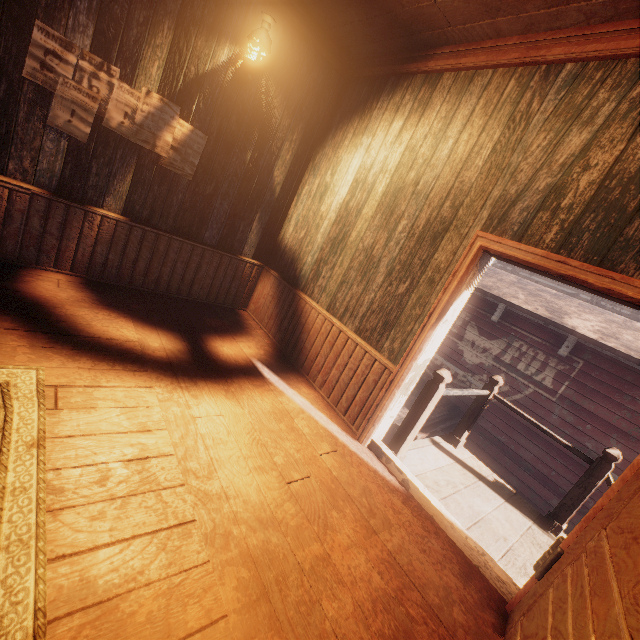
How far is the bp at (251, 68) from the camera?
3.6m

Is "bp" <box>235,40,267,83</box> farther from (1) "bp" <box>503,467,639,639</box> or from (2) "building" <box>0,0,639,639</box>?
(1) "bp" <box>503,467,639,639</box>

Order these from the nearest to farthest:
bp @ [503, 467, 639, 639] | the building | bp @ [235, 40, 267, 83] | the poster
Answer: bp @ [503, 467, 639, 639] < the building < the poster < bp @ [235, 40, 267, 83]

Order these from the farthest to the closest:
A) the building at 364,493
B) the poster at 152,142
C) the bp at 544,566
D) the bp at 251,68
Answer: the bp at 251,68 → the poster at 152,142 → the building at 364,493 → the bp at 544,566

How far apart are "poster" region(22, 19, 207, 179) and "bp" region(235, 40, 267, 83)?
0.9 meters

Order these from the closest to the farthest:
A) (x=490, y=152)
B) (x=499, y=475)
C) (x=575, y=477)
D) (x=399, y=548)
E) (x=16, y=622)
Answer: (x=16, y=622)
(x=399, y=548)
(x=490, y=152)
(x=575, y=477)
(x=499, y=475)

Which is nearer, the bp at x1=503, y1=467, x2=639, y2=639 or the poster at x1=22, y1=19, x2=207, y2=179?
the bp at x1=503, y1=467, x2=639, y2=639

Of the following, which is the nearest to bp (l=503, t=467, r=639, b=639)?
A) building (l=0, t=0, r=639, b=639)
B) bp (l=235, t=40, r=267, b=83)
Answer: building (l=0, t=0, r=639, b=639)
